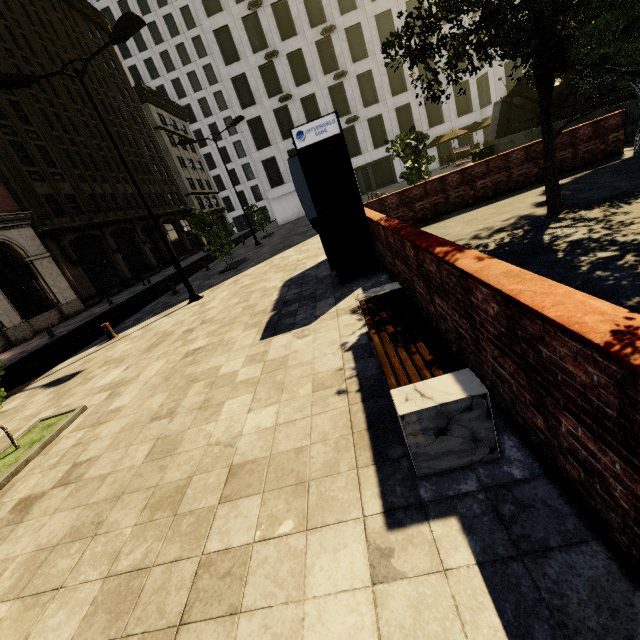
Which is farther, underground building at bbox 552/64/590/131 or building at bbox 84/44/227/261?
building at bbox 84/44/227/261

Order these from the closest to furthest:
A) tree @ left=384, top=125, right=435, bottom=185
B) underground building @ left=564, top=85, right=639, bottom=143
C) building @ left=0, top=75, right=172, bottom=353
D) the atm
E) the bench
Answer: the bench → the atm → underground building @ left=564, top=85, right=639, bottom=143 → tree @ left=384, top=125, right=435, bottom=185 → building @ left=0, top=75, right=172, bottom=353

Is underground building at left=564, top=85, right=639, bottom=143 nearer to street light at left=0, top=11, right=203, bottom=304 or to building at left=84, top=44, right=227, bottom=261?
street light at left=0, top=11, right=203, bottom=304

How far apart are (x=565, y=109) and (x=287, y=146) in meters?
24.8

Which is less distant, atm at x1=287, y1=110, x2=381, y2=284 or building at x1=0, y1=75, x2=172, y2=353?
atm at x1=287, y1=110, x2=381, y2=284

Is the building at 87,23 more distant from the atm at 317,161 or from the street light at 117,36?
the atm at 317,161

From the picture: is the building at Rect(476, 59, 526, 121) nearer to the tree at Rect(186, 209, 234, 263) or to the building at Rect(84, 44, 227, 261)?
the building at Rect(84, 44, 227, 261)

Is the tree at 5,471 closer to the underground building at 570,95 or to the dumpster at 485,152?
the underground building at 570,95
